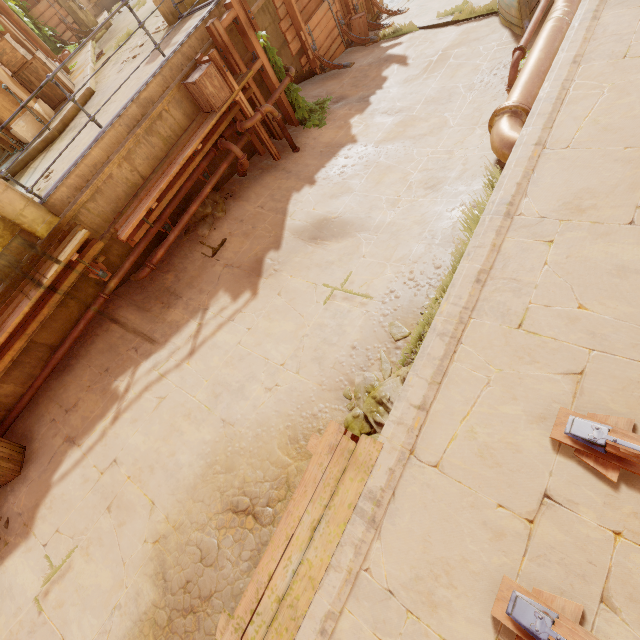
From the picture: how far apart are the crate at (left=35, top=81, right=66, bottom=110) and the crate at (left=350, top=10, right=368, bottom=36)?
9.4m

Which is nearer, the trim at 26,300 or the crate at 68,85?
the trim at 26,300

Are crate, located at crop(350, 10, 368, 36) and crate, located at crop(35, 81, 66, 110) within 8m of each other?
no

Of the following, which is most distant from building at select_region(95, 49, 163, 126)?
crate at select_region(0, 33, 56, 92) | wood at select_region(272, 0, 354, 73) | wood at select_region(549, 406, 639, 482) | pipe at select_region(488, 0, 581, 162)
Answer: pipe at select_region(488, 0, 581, 162)

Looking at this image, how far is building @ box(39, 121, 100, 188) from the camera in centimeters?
622cm

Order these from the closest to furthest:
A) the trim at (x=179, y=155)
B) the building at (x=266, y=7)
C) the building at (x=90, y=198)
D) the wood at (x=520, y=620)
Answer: the wood at (x=520, y=620), the building at (x=90, y=198), the trim at (x=179, y=155), the building at (x=266, y=7)

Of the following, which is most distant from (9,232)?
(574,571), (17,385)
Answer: (574,571)

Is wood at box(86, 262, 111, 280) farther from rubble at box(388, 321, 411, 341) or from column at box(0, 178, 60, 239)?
rubble at box(388, 321, 411, 341)
